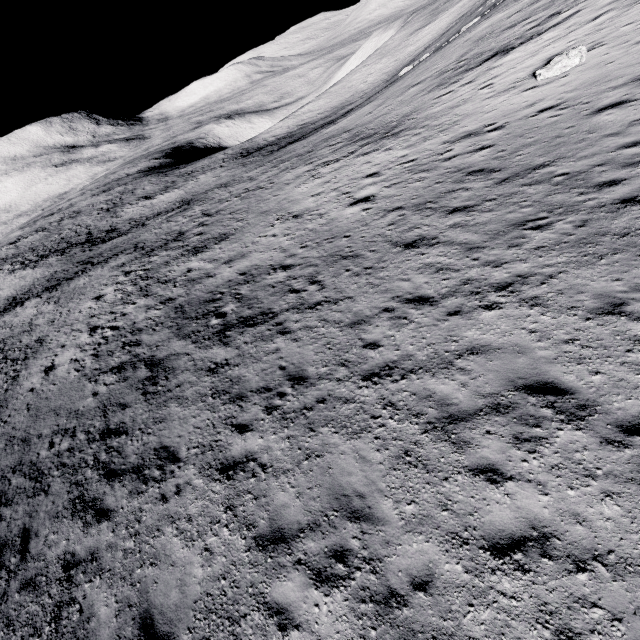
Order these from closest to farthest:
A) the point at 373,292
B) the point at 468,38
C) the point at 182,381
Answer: the point at 373,292 → the point at 182,381 → the point at 468,38

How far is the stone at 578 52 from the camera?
14.6m

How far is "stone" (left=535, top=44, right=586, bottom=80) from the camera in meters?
14.6
